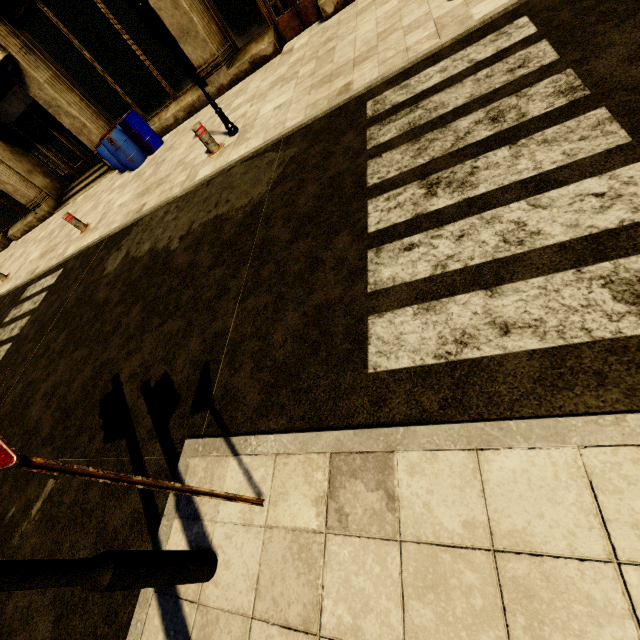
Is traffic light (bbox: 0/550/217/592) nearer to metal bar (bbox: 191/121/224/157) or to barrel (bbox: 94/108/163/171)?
metal bar (bbox: 191/121/224/157)

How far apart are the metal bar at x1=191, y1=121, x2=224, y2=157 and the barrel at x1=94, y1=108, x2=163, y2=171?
4.30m

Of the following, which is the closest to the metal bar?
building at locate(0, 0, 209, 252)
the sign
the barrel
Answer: building at locate(0, 0, 209, 252)

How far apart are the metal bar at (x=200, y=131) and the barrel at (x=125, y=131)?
4.30m

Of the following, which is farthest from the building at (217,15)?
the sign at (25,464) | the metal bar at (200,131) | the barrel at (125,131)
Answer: the sign at (25,464)

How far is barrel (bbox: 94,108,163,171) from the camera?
9.0 meters

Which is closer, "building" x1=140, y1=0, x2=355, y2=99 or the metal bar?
the metal bar

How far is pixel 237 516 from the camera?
2.08m
